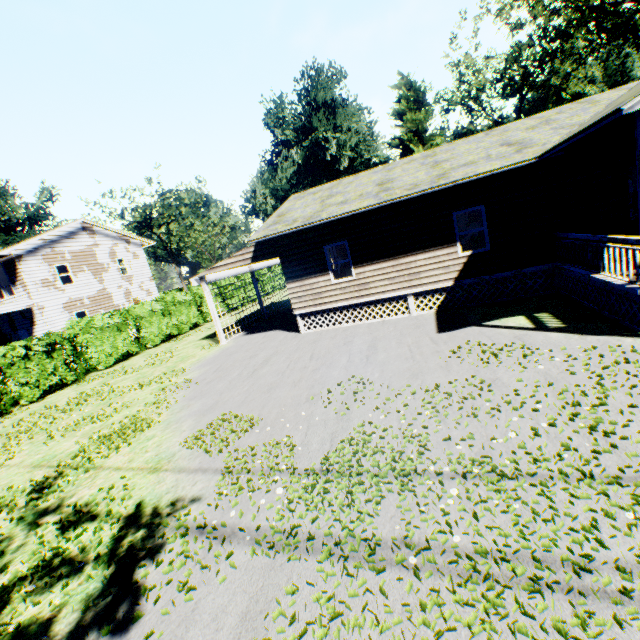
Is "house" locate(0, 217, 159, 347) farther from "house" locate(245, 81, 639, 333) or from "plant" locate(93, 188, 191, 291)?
"house" locate(245, 81, 639, 333)

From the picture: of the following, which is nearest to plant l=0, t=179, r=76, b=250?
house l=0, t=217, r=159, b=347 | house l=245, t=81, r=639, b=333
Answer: house l=0, t=217, r=159, b=347

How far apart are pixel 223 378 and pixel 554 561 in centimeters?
981cm

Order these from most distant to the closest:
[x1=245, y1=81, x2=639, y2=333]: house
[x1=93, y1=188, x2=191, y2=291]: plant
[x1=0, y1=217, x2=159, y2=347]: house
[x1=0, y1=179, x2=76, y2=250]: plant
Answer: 1. [x1=93, y1=188, x2=191, y2=291]: plant
2. [x1=0, y1=179, x2=76, y2=250]: plant
3. [x1=0, y1=217, x2=159, y2=347]: house
4. [x1=245, y1=81, x2=639, y2=333]: house

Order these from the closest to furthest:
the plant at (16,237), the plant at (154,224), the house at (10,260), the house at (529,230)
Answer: the house at (529,230) → the house at (10,260) → the plant at (16,237) → the plant at (154,224)

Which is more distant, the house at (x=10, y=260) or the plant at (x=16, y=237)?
the plant at (x=16, y=237)
